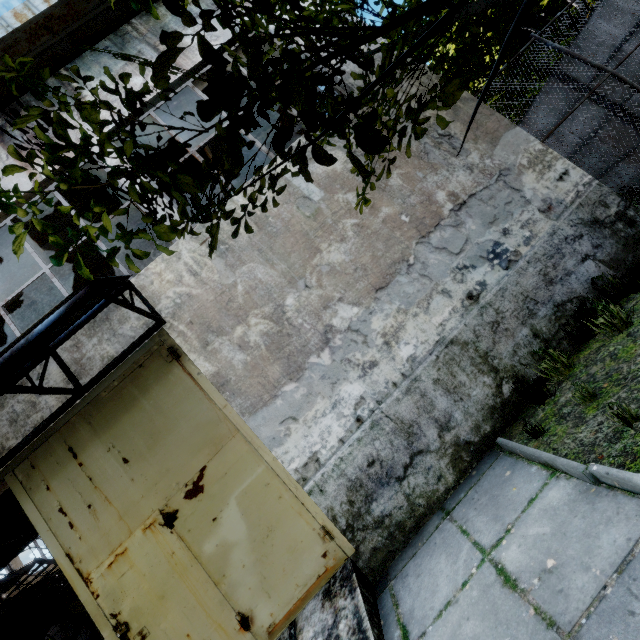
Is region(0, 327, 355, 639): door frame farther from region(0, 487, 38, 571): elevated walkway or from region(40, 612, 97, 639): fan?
region(40, 612, 97, 639): fan

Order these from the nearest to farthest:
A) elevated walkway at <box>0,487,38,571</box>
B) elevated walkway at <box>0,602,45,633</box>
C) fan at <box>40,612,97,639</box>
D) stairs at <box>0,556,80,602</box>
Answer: elevated walkway at <box>0,487,38,571</box> → stairs at <box>0,556,80,602</box> → elevated walkway at <box>0,602,45,633</box> → fan at <box>40,612,97,639</box>

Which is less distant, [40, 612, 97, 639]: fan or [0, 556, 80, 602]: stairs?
[0, 556, 80, 602]: stairs

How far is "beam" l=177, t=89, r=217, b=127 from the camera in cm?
652

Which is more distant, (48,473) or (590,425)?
(48,473)

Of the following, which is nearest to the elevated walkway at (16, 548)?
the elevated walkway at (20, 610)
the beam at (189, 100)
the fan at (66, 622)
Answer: the elevated walkway at (20, 610)

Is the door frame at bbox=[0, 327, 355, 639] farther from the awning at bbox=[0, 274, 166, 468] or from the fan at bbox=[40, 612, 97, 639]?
the fan at bbox=[40, 612, 97, 639]

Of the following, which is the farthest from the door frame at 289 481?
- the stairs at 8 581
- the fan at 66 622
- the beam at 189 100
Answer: the fan at 66 622
